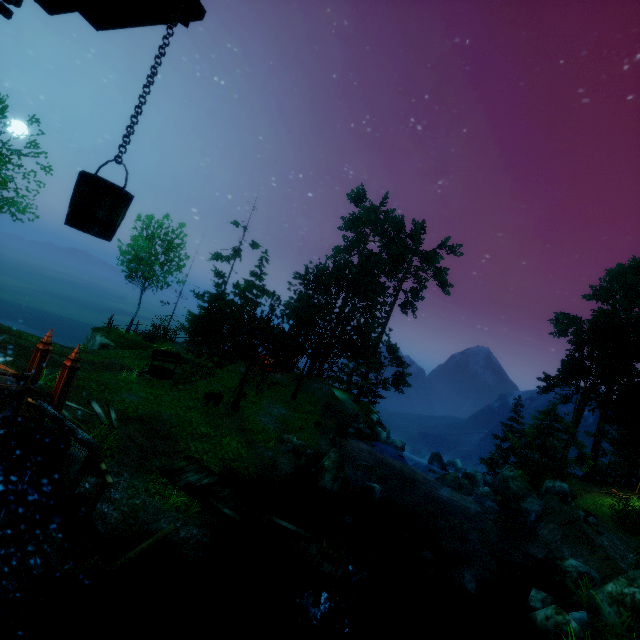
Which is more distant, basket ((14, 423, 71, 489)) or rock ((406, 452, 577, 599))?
rock ((406, 452, 577, 599))

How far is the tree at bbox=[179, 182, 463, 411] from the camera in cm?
→ 1958

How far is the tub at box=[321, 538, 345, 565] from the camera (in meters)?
9.55

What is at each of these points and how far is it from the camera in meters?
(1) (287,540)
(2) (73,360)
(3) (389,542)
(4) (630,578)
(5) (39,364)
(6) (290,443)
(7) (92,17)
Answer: (1) wooden platform, 9.9 m
(2) pillar, 9.9 m
(3) rock, 15.8 m
(4) rock, 11.5 m
(5) pillar, 10.5 m
(6) rock, 17.8 m
(7) wooden platform, 3.9 m

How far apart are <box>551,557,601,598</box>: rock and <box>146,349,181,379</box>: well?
22.7 meters

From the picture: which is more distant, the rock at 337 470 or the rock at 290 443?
the rock at 290 443

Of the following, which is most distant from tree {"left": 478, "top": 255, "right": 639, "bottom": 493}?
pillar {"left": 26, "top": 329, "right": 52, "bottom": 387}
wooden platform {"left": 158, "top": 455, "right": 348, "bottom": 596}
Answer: pillar {"left": 26, "top": 329, "right": 52, "bottom": 387}

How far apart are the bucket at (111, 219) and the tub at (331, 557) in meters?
10.4
